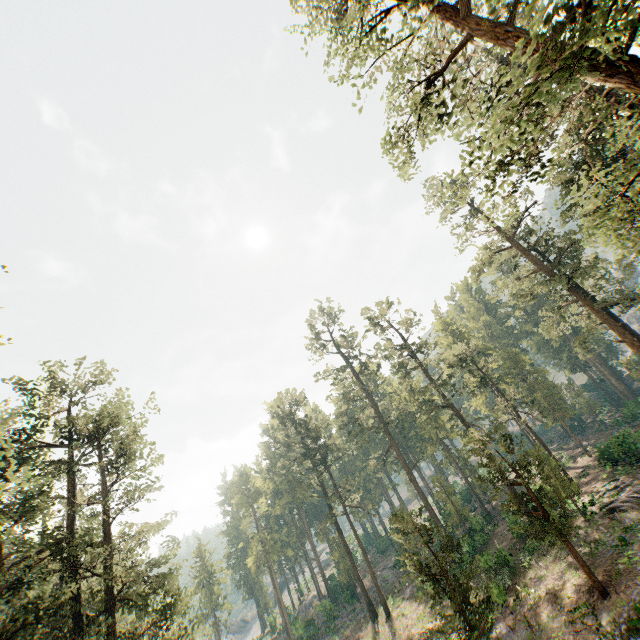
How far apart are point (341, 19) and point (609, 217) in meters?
17.6 m

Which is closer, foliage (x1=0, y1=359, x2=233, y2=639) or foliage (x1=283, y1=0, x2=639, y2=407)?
foliage (x1=283, y1=0, x2=639, y2=407)

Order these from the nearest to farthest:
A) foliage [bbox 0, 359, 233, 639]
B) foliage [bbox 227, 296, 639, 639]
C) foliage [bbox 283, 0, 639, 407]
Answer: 1. foliage [bbox 283, 0, 639, 407]
2. foliage [bbox 0, 359, 233, 639]
3. foliage [bbox 227, 296, 639, 639]

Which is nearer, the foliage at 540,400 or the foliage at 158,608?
the foliage at 158,608
